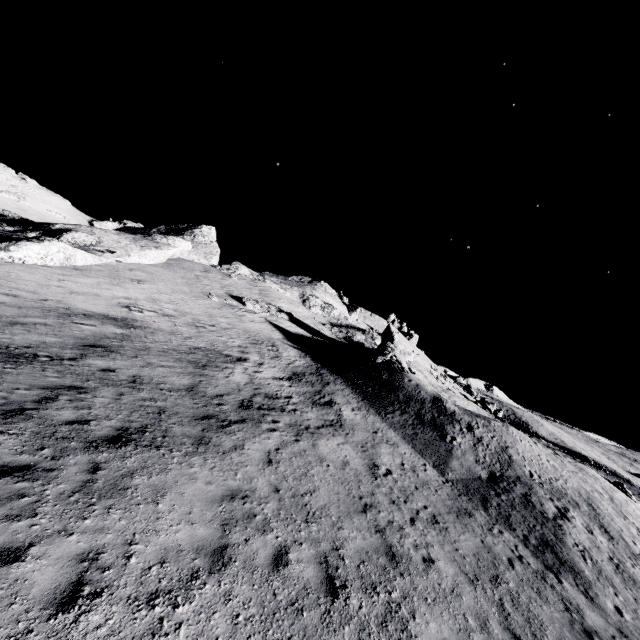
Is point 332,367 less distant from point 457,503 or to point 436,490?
point 436,490
